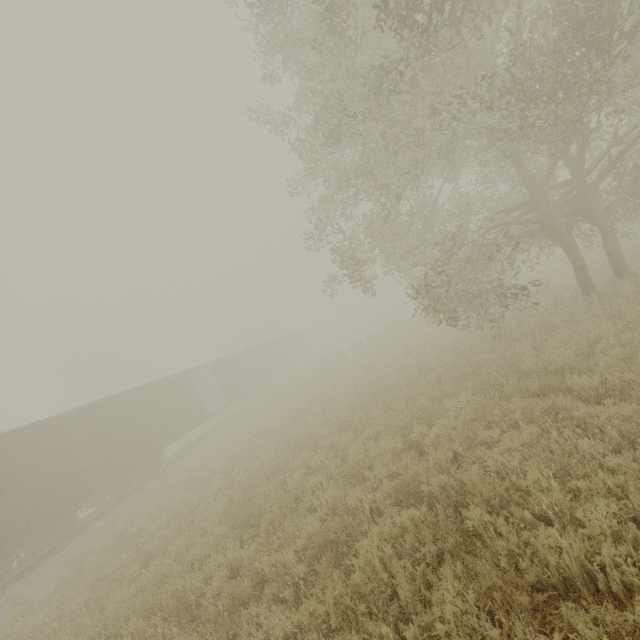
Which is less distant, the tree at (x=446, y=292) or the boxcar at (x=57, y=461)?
the tree at (x=446, y=292)

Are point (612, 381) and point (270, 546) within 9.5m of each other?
yes

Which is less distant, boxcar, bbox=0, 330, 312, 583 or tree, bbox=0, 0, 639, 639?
tree, bbox=0, 0, 639, 639
